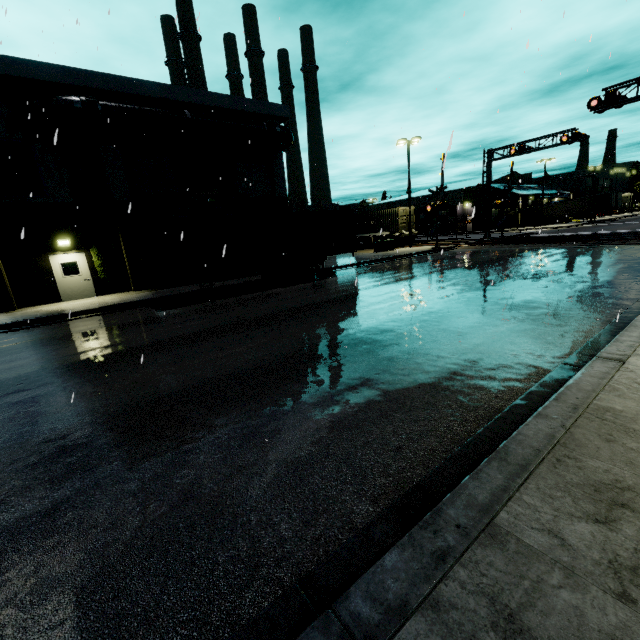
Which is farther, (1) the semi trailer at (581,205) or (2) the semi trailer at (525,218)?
(2) the semi trailer at (525,218)

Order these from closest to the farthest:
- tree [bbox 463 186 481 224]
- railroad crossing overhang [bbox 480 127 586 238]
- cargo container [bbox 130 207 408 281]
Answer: cargo container [bbox 130 207 408 281]
railroad crossing overhang [bbox 480 127 586 238]
tree [bbox 463 186 481 224]

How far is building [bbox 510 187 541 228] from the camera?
52.6 meters

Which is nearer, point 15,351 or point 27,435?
point 27,435

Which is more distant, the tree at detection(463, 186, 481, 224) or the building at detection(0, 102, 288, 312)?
the tree at detection(463, 186, 481, 224)

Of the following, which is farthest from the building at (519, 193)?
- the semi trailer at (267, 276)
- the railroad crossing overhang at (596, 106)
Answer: the railroad crossing overhang at (596, 106)

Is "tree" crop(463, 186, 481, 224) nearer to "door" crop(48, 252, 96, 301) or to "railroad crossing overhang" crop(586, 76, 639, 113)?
"railroad crossing overhang" crop(586, 76, 639, 113)

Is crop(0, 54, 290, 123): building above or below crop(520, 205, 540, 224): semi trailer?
above
